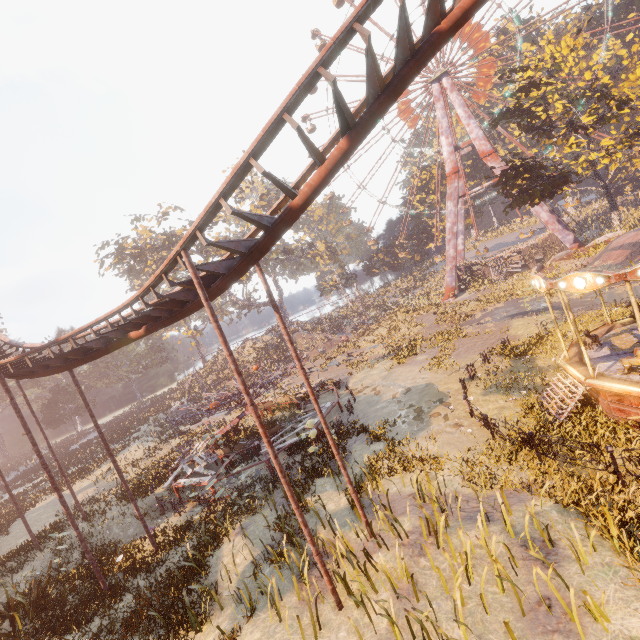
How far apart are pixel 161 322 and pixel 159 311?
0.70m

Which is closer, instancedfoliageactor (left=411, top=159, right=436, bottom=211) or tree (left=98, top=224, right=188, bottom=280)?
tree (left=98, top=224, right=188, bottom=280)

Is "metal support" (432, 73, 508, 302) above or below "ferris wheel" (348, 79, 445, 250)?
below

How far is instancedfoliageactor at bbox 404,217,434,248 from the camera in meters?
53.1 m

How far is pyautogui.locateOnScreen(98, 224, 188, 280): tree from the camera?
39.0 meters

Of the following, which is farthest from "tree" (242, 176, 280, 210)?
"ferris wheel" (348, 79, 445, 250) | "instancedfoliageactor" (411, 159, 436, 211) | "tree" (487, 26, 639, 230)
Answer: "tree" (487, 26, 639, 230)

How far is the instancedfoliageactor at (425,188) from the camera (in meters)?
53.31

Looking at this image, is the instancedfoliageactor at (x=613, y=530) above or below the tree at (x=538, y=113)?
below
